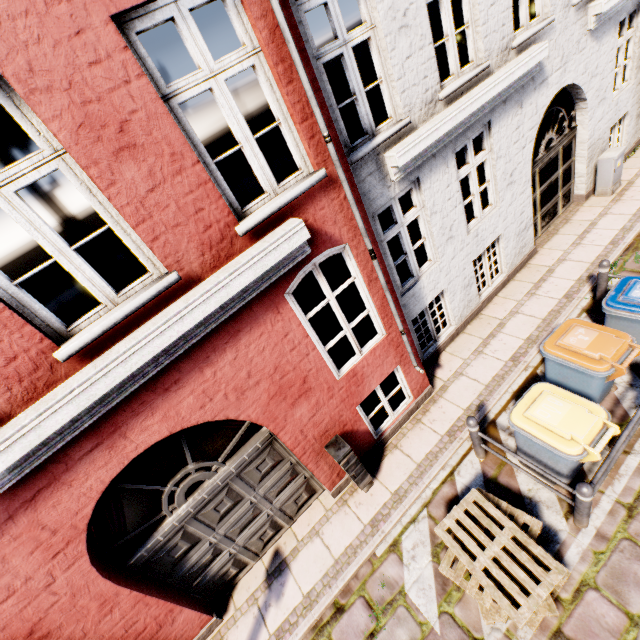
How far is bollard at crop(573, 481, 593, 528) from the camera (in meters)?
3.59

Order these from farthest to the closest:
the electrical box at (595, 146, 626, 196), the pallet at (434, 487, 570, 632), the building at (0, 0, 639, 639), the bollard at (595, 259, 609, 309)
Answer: the electrical box at (595, 146, 626, 196)
the bollard at (595, 259, 609, 309)
the pallet at (434, 487, 570, 632)
the building at (0, 0, 639, 639)

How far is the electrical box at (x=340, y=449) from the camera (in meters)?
4.89

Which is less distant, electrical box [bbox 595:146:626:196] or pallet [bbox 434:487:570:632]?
pallet [bbox 434:487:570:632]

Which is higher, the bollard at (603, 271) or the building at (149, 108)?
the building at (149, 108)

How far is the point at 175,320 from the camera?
3.08m

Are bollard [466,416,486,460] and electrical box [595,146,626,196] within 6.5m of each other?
no

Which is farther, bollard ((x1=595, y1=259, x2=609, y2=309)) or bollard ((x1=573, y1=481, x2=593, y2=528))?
bollard ((x1=595, y1=259, x2=609, y2=309))
